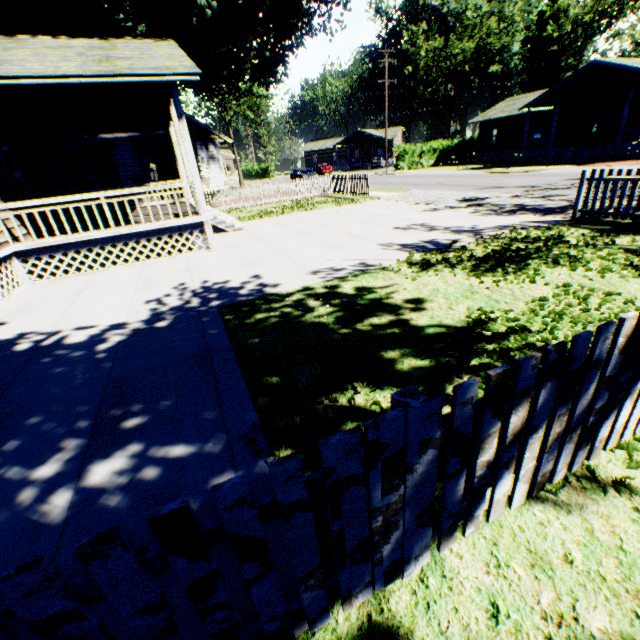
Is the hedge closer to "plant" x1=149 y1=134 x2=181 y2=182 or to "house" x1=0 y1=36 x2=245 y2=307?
"plant" x1=149 y1=134 x2=181 y2=182

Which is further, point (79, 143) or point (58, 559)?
point (79, 143)

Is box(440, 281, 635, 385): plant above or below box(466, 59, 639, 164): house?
below

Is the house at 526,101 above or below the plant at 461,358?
above

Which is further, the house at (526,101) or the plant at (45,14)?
the house at (526,101)

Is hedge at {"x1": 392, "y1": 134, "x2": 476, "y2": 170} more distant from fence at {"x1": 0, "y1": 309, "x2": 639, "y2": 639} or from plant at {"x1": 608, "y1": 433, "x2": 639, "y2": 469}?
fence at {"x1": 0, "y1": 309, "x2": 639, "y2": 639}

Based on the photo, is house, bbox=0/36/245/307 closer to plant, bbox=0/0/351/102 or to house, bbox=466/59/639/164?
plant, bbox=0/0/351/102

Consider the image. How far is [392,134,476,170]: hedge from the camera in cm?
3919
